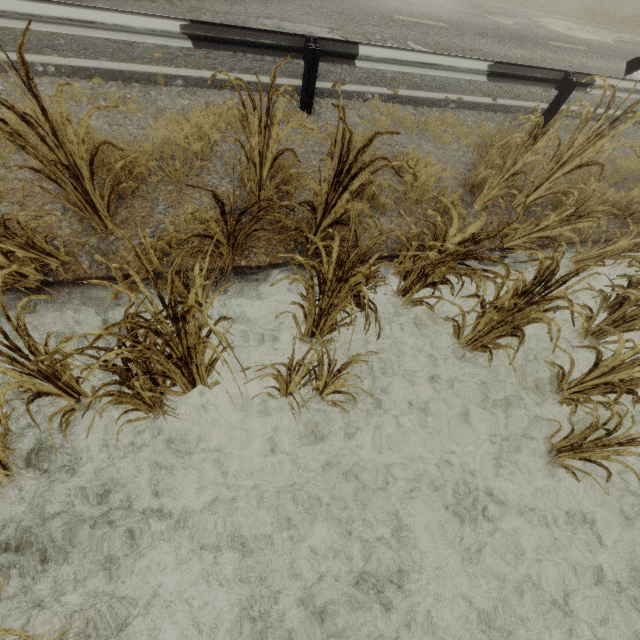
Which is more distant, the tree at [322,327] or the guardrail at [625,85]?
the guardrail at [625,85]

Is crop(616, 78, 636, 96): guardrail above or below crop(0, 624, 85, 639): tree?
above

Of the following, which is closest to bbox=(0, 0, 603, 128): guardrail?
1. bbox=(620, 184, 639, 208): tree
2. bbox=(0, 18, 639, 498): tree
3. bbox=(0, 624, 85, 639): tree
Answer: bbox=(620, 184, 639, 208): tree

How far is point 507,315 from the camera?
3.17m

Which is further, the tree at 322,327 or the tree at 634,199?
the tree at 634,199

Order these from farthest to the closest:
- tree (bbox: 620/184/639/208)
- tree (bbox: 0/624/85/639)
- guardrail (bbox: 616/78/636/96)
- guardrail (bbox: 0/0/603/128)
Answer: guardrail (bbox: 616/78/636/96)
tree (bbox: 620/184/639/208)
guardrail (bbox: 0/0/603/128)
tree (bbox: 0/624/85/639)

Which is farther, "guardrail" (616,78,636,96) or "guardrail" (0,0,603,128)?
"guardrail" (616,78,636,96)

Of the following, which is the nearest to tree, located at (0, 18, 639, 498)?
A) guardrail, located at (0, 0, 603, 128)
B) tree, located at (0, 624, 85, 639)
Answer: tree, located at (0, 624, 85, 639)
